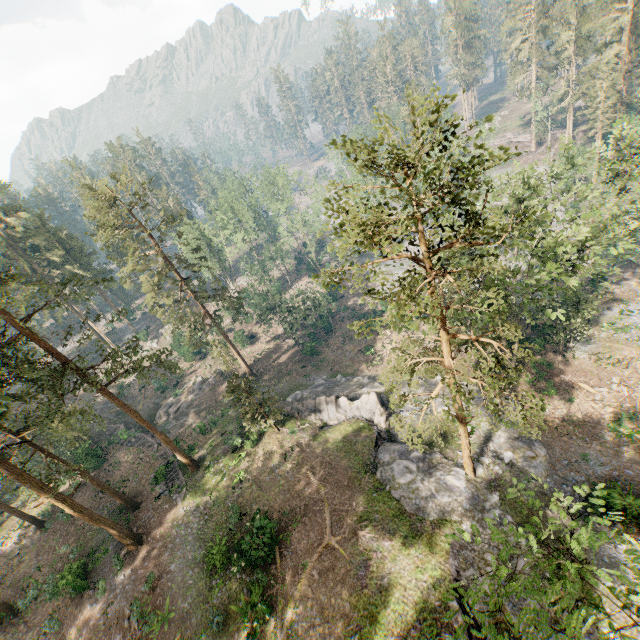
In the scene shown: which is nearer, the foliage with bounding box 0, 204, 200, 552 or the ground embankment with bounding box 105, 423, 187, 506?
the foliage with bounding box 0, 204, 200, 552

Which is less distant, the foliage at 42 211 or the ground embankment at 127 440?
the foliage at 42 211

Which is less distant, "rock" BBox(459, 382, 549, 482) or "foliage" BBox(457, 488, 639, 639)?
"foliage" BBox(457, 488, 639, 639)

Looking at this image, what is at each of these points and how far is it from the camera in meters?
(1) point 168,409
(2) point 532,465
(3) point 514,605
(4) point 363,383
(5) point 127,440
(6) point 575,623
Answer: (1) foliage, 43.8
(2) rock, 23.9
(3) rock, 17.9
(4) rock, 36.8
(5) ground embankment, 39.2
(6) foliage, 9.2

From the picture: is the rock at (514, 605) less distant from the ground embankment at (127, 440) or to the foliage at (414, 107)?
the foliage at (414, 107)

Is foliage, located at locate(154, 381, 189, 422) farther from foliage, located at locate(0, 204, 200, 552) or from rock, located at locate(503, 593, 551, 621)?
rock, located at locate(503, 593, 551, 621)

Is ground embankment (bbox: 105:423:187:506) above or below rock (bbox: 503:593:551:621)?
above

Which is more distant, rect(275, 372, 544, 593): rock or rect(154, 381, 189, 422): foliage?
rect(154, 381, 189, 422): foliage
